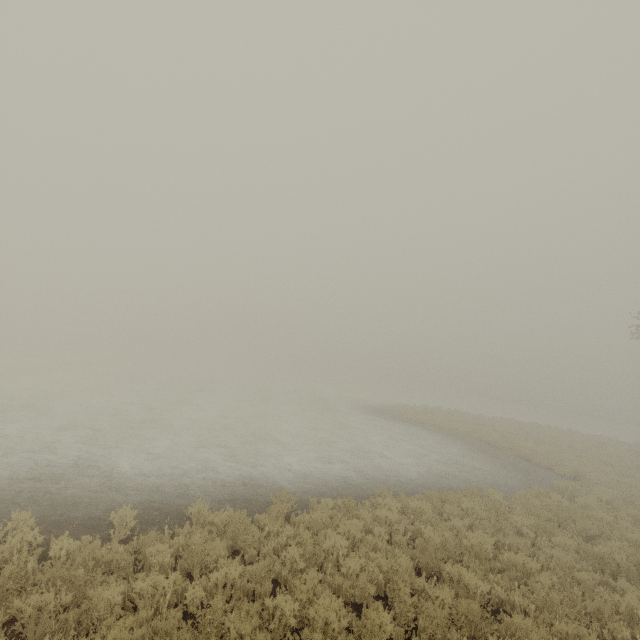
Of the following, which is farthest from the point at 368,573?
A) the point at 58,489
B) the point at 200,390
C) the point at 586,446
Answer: the point at 586,446
